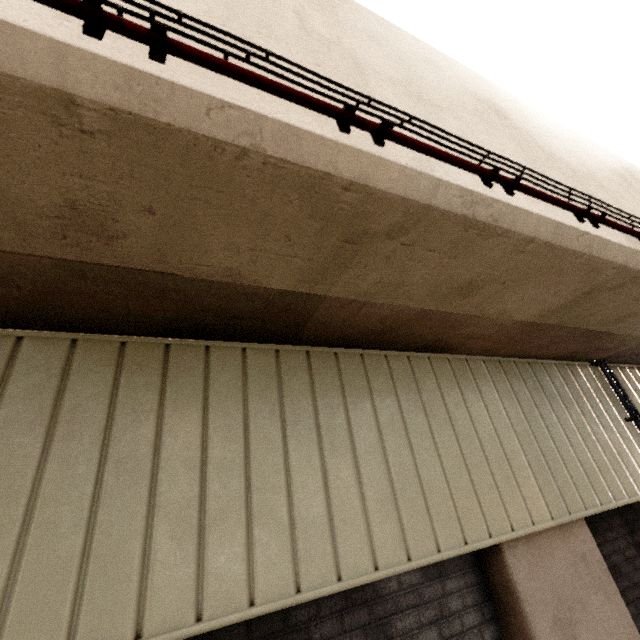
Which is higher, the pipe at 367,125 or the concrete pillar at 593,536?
the pipe at 367,125

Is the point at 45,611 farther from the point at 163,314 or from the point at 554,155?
the point at 554,155

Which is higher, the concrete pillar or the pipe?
the pipe

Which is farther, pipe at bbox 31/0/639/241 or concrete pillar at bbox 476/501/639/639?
concrete pillar at bbox 476/501/639/639

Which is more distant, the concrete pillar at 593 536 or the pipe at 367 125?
the concrete pillar at 593 536
